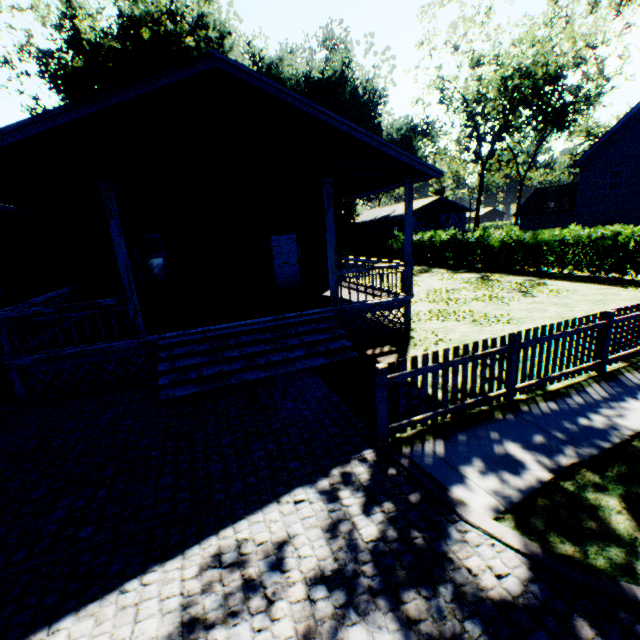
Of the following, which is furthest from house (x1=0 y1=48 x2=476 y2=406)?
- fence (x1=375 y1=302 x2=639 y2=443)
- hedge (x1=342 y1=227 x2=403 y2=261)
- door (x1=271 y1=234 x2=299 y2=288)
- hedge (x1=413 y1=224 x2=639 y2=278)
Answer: hedge (x1=413 y1=224 x2=639 y2=278)

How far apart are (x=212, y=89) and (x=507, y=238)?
18.94m

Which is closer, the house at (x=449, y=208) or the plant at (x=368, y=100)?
the house at (x=449, y=208)

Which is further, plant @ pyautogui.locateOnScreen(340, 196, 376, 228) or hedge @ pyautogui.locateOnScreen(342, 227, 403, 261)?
plant @ pyautogui.locateOnScreen(340, 196, 376, 228)

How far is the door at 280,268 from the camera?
13.1 meters

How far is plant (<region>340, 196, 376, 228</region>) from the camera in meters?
33.7 m

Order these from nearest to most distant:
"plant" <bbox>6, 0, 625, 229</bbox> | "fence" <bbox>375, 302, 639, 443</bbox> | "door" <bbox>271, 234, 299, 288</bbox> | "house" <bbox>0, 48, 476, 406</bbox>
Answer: "fence" <bbox>375, 302, 639, 443</bbox>, "house" <bbox>0, 48, 476, 406</bbox>, "door" <bbox>271, 234, 299, 288</bbox>, "plant" <bbox>6, 0, 625, 229</bbox>

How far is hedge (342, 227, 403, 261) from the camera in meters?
30.6
